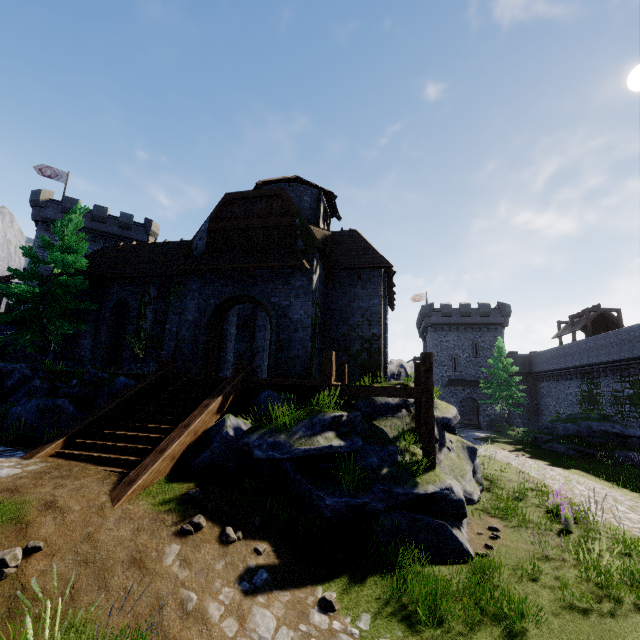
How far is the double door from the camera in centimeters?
1343cm

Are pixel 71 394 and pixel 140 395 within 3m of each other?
yes

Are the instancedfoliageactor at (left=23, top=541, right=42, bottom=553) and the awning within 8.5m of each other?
no

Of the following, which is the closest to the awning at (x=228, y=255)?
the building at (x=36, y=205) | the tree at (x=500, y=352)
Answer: the building at (x=36, y=205)

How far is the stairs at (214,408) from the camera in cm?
680

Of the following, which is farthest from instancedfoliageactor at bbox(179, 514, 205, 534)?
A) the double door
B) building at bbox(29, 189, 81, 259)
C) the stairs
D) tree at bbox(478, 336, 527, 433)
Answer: tree at bbox(478, 336, 527, 433)

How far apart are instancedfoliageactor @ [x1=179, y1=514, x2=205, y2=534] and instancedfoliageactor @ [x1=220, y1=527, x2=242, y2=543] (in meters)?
0.33

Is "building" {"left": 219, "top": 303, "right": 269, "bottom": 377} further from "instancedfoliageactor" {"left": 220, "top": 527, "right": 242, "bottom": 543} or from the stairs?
"instancedfoliageactor" {"left": 220, "top": 527, "right": 242, "bottom": 543}
